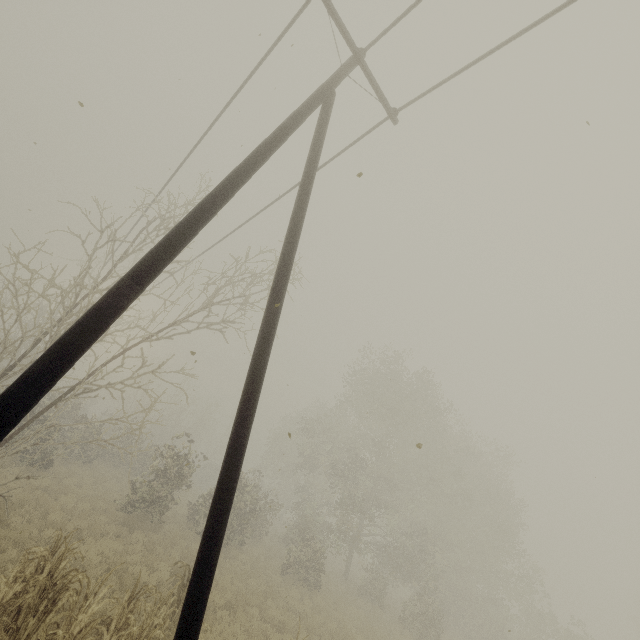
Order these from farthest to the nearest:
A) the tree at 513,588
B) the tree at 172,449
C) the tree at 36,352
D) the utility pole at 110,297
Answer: the tree at 513,588, the tree at 172,449, the tree at 36,352, the utility pole at 110,297

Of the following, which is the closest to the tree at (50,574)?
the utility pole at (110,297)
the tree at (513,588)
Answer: the utility pole at (110,297)

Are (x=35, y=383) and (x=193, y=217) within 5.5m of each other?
yes

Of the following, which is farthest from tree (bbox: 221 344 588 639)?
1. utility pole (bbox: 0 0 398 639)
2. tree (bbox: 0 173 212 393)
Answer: utility pole (bbox: 0 0 398 639)

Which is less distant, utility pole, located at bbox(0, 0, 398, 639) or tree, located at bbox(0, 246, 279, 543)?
utility pole, located at bbox(0, 0, 398, 639)

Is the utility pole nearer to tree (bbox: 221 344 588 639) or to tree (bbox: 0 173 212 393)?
tree (bbox: 0 173 212 393)
